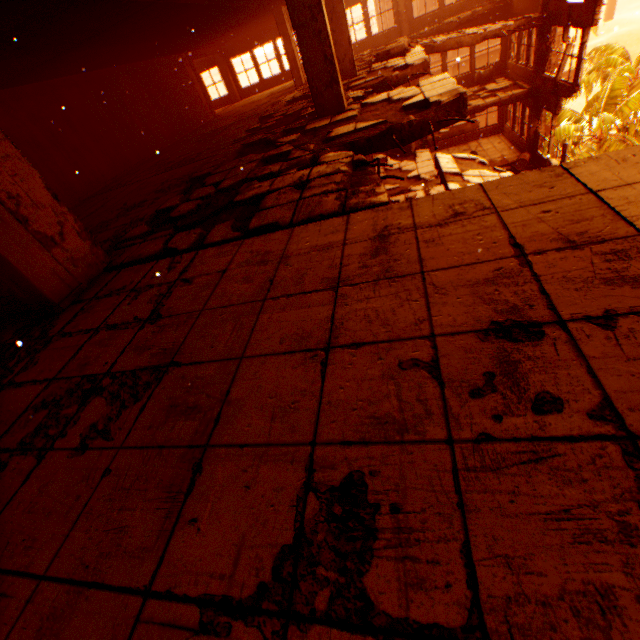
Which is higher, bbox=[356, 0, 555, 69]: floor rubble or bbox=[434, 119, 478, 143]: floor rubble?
bbox=[356, 0, 555, 69]: floor rubble

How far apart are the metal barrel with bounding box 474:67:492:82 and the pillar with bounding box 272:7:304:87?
9.6 meters

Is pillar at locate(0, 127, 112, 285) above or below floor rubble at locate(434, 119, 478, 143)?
above

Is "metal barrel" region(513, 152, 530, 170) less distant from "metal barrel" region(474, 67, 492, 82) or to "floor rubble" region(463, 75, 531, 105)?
"floor rubble" region(463, 75, 531, 105)

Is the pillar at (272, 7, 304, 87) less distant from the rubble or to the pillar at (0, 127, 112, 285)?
the rubble

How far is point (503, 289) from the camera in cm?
171

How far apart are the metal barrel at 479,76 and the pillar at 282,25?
9.63m

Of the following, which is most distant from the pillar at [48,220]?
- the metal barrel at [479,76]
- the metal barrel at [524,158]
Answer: the metal barrel at [479,76]
